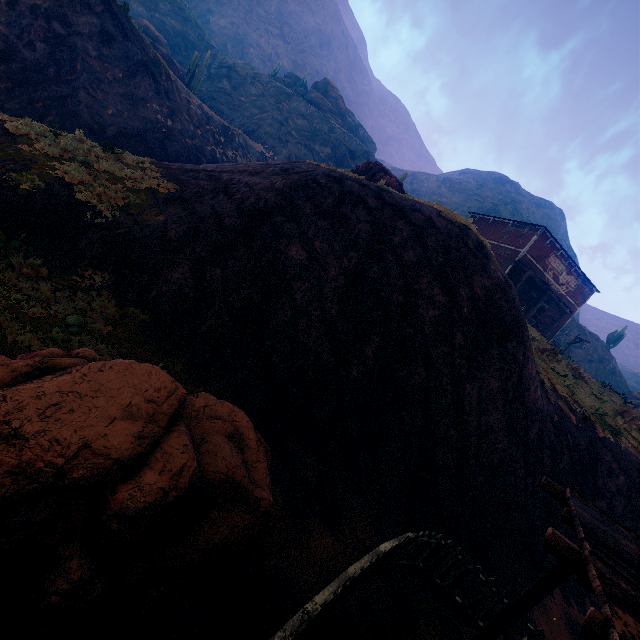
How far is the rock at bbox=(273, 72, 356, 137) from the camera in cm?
5194

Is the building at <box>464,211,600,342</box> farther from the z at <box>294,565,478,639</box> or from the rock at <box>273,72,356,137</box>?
the rock at <box>273,72,356,137</box>

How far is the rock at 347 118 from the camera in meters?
51.9 m

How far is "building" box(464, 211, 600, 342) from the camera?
24.5 meters

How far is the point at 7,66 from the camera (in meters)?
16.64

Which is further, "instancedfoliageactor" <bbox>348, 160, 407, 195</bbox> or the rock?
the rock

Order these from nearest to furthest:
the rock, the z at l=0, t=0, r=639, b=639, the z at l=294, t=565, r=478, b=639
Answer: the z at l=294, t=565, r=478, b=639, the z at l=0, t=0, r=639, b=639, the rock

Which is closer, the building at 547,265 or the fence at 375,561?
the fence at 375,561
